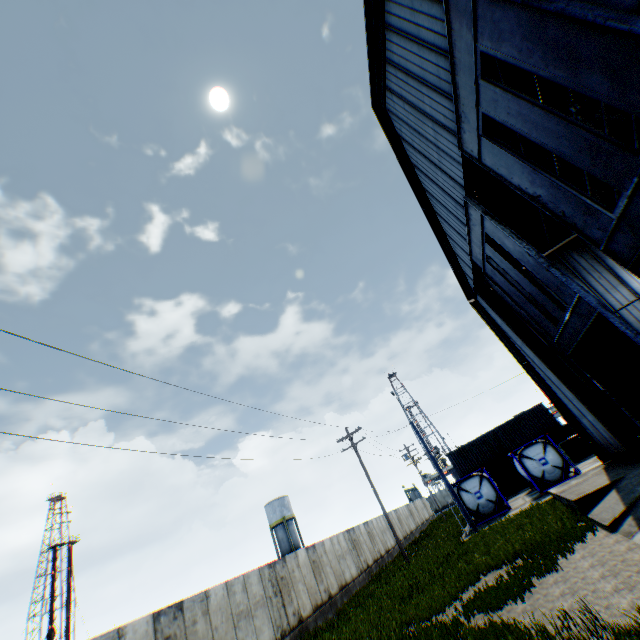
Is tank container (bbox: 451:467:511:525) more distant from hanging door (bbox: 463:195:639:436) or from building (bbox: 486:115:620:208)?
hanging door (bbox: 463:195:639:436)

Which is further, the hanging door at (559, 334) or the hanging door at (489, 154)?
the hanging door at (559, 334)

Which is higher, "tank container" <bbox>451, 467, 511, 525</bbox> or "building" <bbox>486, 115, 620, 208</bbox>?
"building" <bbox>486, 115, 620, 208</bbox>

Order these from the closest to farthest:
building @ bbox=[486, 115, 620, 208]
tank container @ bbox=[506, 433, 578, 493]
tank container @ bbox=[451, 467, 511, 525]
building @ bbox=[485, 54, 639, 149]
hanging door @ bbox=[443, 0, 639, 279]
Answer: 1. hanging door @ bbox=[443, 0, 639, 279]
2. building @ bbox=[485, 54, 639, 149]
3. building @ bbox=[486, 115, 620, 208]
4. tank container @ bbox=[506, 433, 578, 493]
5. tank container @ bbox=[451, 467, 511, 525]

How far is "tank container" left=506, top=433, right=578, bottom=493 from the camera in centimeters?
2240cm

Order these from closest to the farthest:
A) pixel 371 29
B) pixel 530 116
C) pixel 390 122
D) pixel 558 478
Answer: pixel 530 116 → pixel 371 29 → pixel 390 122 → pixel 558 478

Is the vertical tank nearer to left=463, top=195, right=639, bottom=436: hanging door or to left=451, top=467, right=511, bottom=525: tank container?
left=451, top=467, right=511, bottom=525: tank container

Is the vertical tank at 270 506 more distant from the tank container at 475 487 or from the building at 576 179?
the building at 576 179
